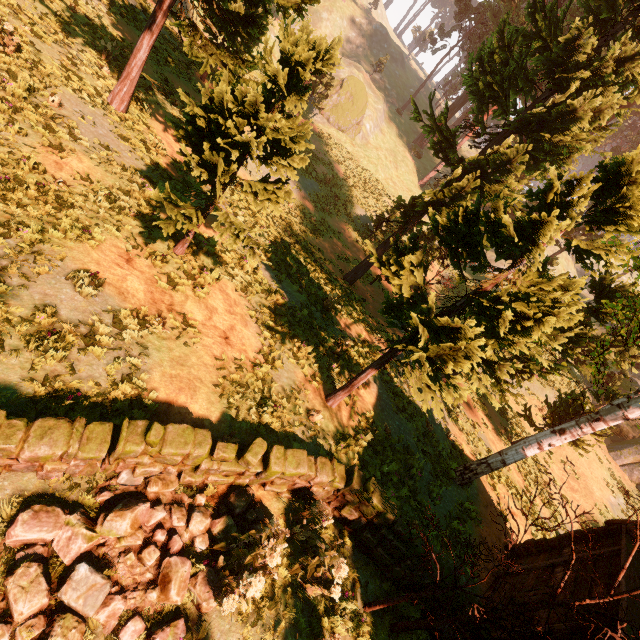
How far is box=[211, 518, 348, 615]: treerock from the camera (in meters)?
4.48

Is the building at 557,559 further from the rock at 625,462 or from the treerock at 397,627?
the rock at 625,462

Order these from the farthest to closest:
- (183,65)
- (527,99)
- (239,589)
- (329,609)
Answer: (183,65), (527,99), (329,609), (239,589)

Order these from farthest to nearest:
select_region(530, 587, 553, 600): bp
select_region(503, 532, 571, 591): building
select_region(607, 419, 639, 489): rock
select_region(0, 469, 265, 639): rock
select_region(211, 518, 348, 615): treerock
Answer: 1. select_region(607, 419, 639, 489): rock
2. select_region(503, 532, 571, 591): building
3. select_region(530, 587, 553, 600): bp
4. select_region(211, 518, 348, 615): treerock
5. select_region(0, 469, 265, 639): rock

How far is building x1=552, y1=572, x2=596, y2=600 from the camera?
7.02m

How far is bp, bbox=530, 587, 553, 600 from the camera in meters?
7.7 m

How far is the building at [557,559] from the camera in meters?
8.5 m

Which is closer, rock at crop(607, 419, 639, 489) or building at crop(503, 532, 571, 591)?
building at crop(503, 532, 571, 591)
